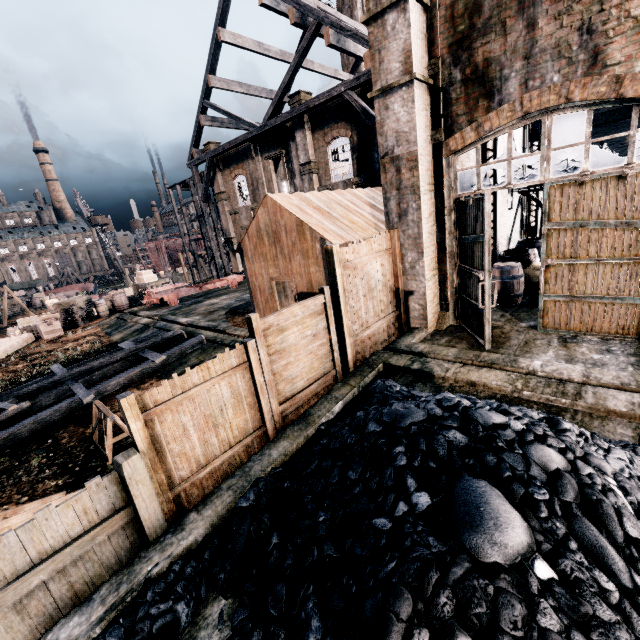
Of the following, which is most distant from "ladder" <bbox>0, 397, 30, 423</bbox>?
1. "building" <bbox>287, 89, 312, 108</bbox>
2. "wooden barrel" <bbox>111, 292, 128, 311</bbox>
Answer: "building" <bbox>287, 89, 312, 108</bbox>

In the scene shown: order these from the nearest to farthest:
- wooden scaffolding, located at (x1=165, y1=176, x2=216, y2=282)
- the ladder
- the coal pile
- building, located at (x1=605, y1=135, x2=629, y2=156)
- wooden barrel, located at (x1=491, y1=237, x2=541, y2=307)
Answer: the coal pile → wooden barrel, located at (x1=491, y1=237, x2=541, y2=307) → the ladder → building, located at (x1=605, y1=135, x2=629, y2=156) → wooden scaffolding, located at (x1=165, y1=176, x2=216, y2=282)

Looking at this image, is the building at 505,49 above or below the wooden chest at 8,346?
above

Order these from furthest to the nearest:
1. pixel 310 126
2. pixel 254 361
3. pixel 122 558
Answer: pixel 310 126 → pixel 254 361 → pixel 122 558

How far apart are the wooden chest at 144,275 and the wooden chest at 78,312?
5.7 meters

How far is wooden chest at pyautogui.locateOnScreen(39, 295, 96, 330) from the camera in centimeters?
2397cm

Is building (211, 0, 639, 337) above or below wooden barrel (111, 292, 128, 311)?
above

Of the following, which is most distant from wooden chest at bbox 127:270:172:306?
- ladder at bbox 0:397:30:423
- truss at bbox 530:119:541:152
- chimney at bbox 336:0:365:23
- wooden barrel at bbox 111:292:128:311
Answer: truss at bbox 530:119:541:152
